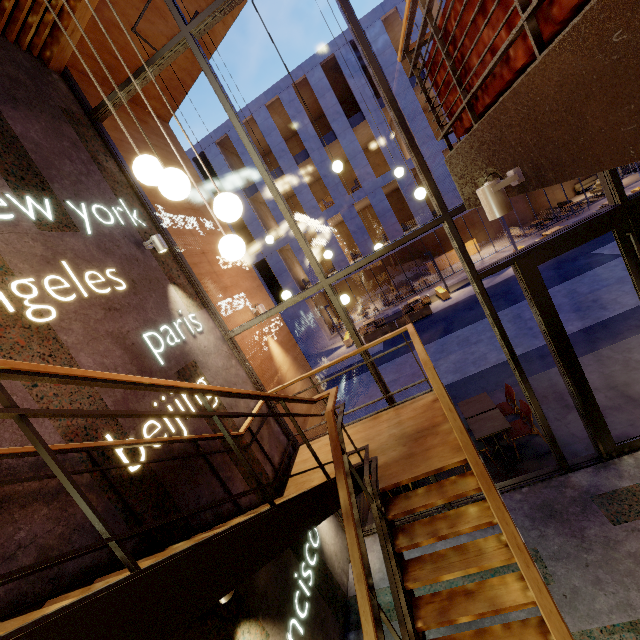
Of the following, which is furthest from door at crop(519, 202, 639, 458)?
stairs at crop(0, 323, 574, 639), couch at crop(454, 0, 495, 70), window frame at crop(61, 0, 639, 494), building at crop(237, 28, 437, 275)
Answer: building at crop(237, 28, 437, 275)

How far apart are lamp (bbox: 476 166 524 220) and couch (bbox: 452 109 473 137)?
0.5 meters

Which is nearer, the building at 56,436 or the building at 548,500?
the building at 56,436

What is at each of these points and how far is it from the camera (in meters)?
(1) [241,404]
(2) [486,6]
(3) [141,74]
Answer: (1) building, 5.08
(2) couch, 1.90
(3) window frame, 4.69

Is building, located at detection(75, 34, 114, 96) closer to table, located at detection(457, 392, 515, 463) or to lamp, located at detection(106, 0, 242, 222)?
table, located at detection(457, 392, 515, 463)

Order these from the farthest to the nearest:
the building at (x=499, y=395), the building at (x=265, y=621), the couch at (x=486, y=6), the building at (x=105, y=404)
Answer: the building at (x=499, y=395)
the building at (x=265, y=621)
the building at (x=105, y=404)
the couch at (x=486, y=6)

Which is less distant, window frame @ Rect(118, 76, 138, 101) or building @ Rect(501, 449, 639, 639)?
building @ Rect(501, 449, 639, 639)

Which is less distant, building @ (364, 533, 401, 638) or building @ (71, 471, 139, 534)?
building @ (71, 471, 139, 534)
